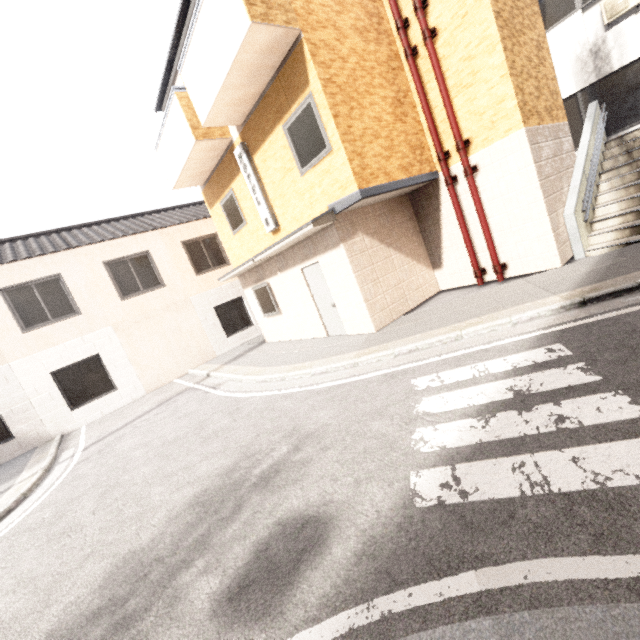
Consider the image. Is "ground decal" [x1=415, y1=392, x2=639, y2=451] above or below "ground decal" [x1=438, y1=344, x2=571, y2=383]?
below

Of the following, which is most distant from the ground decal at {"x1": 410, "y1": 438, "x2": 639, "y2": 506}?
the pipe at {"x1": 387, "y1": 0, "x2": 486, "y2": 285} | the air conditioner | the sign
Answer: the air conditioner

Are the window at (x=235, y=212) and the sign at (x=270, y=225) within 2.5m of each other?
yes

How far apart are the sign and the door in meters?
1.3 m

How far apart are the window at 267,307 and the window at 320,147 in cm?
385

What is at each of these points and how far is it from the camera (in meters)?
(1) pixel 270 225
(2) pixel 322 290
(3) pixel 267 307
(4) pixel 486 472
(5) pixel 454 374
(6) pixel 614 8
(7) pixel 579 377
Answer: (1) sign, 8.88
(2) door, 8.70
(3) window, 11.09
(4) ground decal, 2.63
(5) ground decal, 4.43
(6) air conditioner, 8.78
(7) ground decal, 3.33

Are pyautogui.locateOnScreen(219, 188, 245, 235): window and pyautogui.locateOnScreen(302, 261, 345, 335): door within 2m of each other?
no
